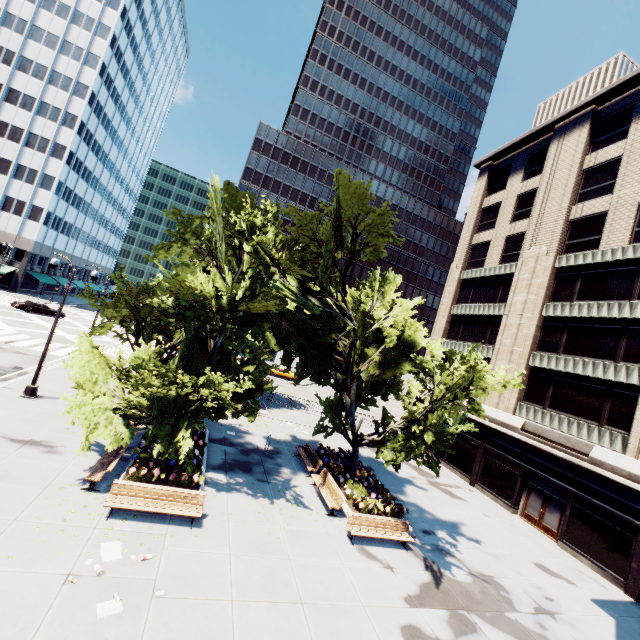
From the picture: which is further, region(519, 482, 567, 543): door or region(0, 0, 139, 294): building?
region(0, 0, 139, 294): building

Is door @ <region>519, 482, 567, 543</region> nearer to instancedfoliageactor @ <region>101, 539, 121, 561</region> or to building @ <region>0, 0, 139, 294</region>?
instancedfoliageactor @ <region>101, 539, 121, 561</region>

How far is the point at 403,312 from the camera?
18.2 meters

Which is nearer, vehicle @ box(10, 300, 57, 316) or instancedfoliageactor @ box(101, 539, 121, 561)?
instancedfoliageactor @ box(101, 539, 121, 561)

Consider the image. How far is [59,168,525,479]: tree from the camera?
11.8 meters

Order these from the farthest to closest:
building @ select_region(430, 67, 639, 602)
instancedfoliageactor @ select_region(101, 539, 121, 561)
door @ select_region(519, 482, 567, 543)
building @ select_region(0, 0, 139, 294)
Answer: building @ select_region(0, 0, 139, 294) < door @ select_region(519, 482, 567, 543) < building @ select_region(430, 67, 639, 602) < instancedfoliageactor @ select_region(101, 539, 121, 561)

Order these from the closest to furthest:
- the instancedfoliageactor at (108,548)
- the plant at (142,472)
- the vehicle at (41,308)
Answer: the instancedfoliageactor at (108,548) < the plant at (142,472) < the vehicle at (41,308)

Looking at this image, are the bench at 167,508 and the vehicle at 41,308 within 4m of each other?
no
